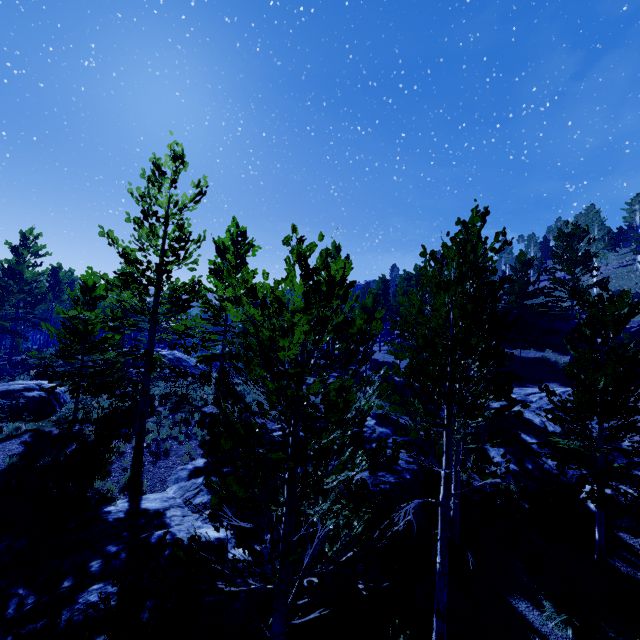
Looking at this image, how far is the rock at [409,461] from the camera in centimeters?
985cm

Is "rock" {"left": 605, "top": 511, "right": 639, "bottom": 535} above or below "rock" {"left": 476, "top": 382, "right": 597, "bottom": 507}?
below

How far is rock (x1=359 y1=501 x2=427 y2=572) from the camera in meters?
9.4

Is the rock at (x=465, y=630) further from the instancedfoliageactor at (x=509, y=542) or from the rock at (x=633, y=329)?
the rock at (x=633, y=329)

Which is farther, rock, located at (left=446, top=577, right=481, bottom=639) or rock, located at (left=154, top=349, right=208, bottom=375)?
rock, located at (left=154, top=349, right=208, bottom=375)

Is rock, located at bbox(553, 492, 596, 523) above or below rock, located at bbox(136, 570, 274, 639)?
above

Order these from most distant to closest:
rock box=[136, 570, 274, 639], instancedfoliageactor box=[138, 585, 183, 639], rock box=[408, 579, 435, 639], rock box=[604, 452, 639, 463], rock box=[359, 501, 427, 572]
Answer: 1. rock box=[604, 452, 639, 463]
2. rock box=[359, 501, 427, 572]
3. rock box=[408, 579, 435, 639]
4. rock box=[136, 570, 274, 639]
5. instancedfoliageactor box=[138, 585, 183, 639]

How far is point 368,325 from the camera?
26.5m
